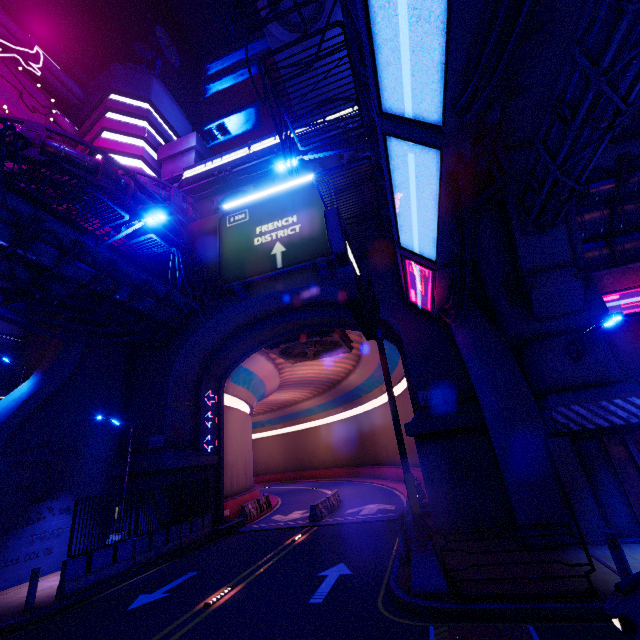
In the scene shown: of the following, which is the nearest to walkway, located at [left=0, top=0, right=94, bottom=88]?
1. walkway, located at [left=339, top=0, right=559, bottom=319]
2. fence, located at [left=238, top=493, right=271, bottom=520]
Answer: walkway, located at [left=339, top=0, right=559, bottom=319]

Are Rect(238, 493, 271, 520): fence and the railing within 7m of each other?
no

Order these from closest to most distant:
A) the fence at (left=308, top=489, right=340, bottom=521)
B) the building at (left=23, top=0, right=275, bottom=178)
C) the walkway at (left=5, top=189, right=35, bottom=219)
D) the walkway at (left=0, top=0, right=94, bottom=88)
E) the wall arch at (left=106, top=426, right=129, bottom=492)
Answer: the walkway at (left=5, top=189, right=35, bottom=219) → the wall arch at (left=106, top=426, right=129, bottom=492) → the fence at (left=308, top=489, right=340, bottom=521) → the building at (left=23, top=0, right=275, bottom=178) → the walkway at (left=0, top=0, right=94, bottom=88)

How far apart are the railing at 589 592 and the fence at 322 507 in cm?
1217

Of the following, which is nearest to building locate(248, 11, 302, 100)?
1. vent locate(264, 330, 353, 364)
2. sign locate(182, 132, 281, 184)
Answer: sign locate(182, 132, 281, 184)

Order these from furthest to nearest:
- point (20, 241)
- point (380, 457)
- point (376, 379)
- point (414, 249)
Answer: point (380, 457) → point (376, 379) → point (20, 241) → point (414, 249)

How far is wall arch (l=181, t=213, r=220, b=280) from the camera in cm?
2040

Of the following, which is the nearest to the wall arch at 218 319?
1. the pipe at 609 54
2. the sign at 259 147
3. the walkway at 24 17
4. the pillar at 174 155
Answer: the pipe at 609 54
